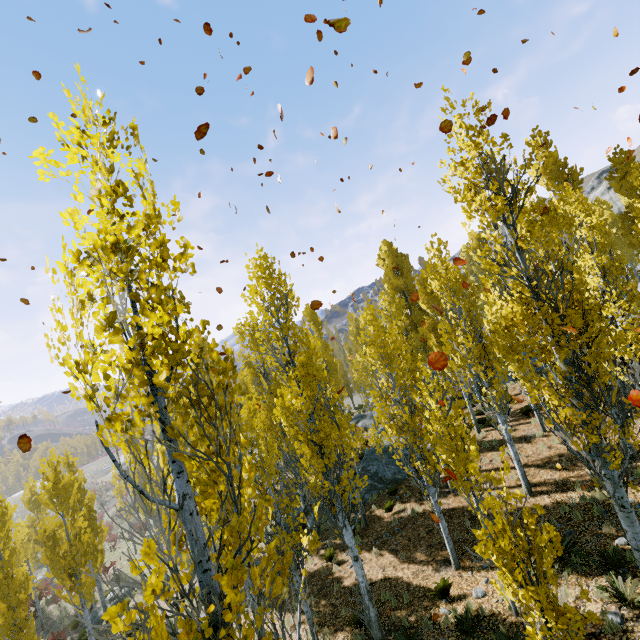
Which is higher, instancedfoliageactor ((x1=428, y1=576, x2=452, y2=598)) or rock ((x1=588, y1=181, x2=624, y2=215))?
Answer: rock ((x1=588, y1=181, x2=624, y2=215))

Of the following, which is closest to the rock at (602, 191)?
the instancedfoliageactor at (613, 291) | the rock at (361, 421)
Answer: the instancedfoliageactor at (613, 291)

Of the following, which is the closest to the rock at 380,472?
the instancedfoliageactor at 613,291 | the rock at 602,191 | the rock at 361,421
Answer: the instancedfoliageactor at 613,291

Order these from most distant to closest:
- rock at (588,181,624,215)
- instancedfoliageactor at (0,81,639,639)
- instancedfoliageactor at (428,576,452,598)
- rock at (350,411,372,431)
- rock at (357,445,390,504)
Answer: rock at (588,181,624,215) → rock at (350,411,372,431) → rock at (357,445,390,504) → instancedfoliageactor at (428,576,452,598) → instancedfoliageactor at (0,81,639,639)

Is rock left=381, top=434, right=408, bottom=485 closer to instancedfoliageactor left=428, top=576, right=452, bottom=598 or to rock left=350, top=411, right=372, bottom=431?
instancedfoliageactor left=428, top=576, right=452, bottom=598

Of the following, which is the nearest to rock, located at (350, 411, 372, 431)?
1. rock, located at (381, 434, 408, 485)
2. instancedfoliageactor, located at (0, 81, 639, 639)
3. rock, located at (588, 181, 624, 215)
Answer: instancedfoliageactor, located at (0, 81, 639, 639)

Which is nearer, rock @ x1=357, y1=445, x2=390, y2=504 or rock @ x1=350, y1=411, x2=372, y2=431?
rock @ x1=357, y1=445, x2=390, y2=504

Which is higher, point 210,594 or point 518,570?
point 210,594
